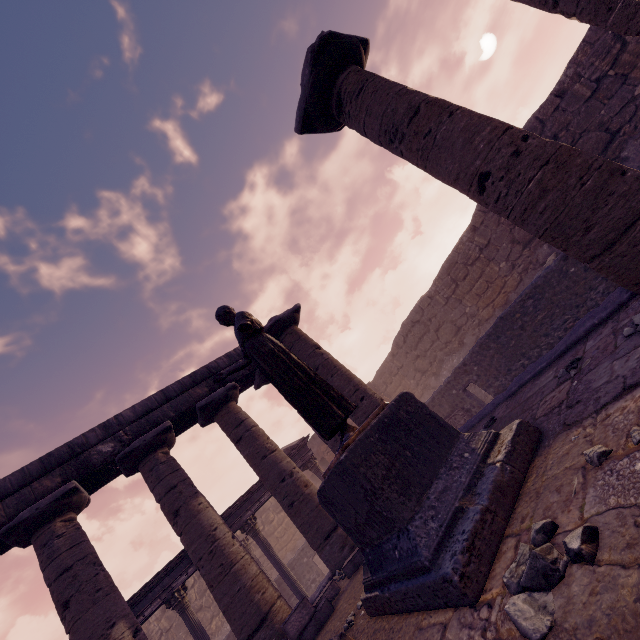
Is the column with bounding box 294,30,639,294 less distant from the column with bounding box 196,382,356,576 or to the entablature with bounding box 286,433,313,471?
the column with bounding box 196,382,356,576

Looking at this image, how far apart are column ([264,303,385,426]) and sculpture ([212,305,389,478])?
3.4 meters

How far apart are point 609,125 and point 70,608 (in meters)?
17.32

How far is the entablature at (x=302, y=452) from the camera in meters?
12.9 m

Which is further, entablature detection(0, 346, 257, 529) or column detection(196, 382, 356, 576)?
column detection(196, 382, 356, 576)

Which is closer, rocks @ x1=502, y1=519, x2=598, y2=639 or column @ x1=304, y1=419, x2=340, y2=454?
rocks @ x1=502, y1=519, x2=598, y2=639

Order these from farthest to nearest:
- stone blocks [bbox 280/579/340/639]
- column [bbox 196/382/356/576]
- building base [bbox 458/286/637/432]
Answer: column [bbox 196/382/356/576]
stone blocks [bbox 280/579/340/639]
building base [bbox 458/286/637/432]

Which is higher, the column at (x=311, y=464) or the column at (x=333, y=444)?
the column at (x=311, y=464)
